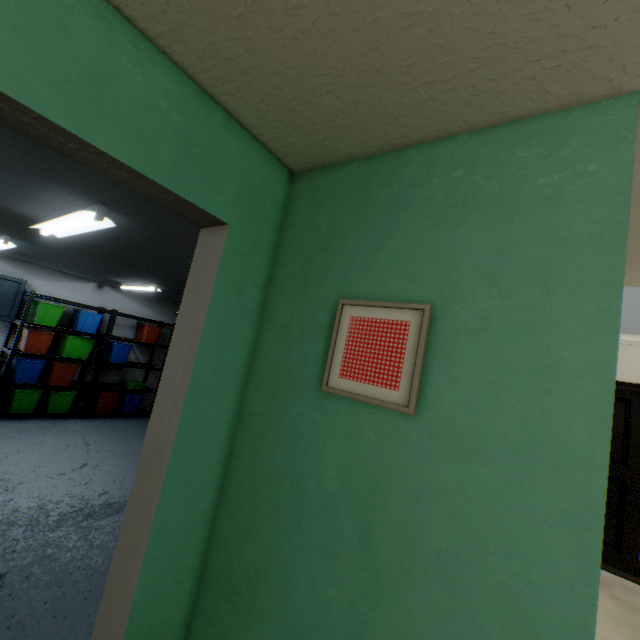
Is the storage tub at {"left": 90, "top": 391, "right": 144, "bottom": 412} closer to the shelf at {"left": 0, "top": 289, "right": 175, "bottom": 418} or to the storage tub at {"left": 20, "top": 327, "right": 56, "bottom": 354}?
the shelf at {"left": 0, "top": 289, "right": 175, "bottom": 418}

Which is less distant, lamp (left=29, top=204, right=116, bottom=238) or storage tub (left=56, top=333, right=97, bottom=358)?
lamp (left=29, top=204, right=116, bottom=238)

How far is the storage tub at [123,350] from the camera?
6.0m

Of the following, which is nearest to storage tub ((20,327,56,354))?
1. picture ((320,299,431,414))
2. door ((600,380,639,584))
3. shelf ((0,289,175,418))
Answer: shelf ((0,289,175,418))

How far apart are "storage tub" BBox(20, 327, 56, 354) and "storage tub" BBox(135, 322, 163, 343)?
1.39m

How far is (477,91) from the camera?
0.9m

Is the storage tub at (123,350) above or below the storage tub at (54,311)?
below

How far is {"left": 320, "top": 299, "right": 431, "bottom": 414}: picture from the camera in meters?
1.0 m
